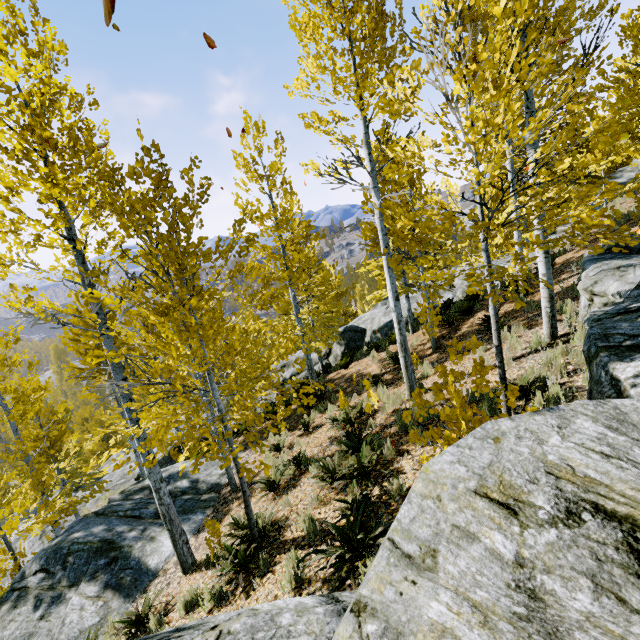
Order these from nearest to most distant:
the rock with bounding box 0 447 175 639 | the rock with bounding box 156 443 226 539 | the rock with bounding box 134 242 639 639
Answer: the rock with bounding box 134 242 639 639
the rock with bounding box 0 447 175 639
the rock with bounding box 156 443 226 539

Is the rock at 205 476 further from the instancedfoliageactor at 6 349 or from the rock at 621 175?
the rock at 621 175

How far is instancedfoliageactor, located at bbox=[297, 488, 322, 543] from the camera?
5.0 meters

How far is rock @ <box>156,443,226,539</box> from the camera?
8.5 meters

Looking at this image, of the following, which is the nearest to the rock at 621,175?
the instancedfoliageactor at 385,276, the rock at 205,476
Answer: the instancedfoliageactor at 385,276

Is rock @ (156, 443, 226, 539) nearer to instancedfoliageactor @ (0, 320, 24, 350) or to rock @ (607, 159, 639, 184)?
instancedfoliageactor @ (0, 320, 24, 350)

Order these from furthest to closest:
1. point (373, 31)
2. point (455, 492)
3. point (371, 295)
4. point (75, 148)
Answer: point (371, 295) < point (373, 31) < point (75, 148) < point (455, 492)

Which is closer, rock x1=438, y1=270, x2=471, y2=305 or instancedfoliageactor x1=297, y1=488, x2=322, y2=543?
instancedfoliageactor x1=297, y1=488, x2=322, y2=543
